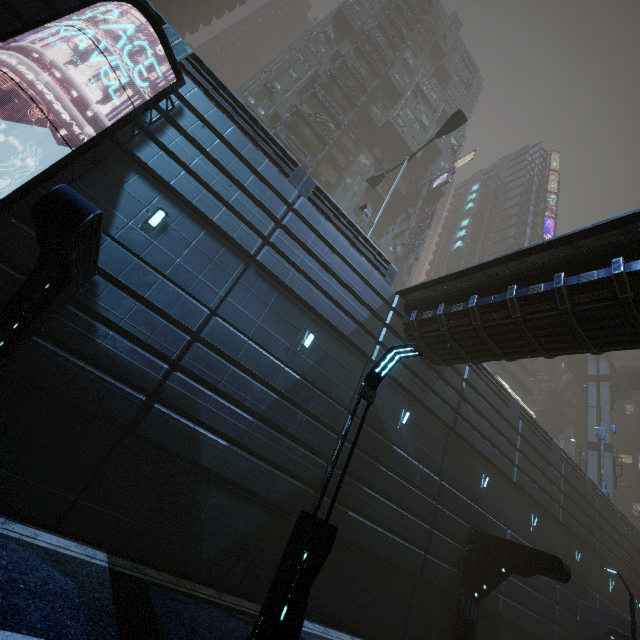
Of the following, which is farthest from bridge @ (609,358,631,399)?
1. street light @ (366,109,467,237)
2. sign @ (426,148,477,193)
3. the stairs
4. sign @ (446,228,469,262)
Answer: street light @ (366,109,467,237)

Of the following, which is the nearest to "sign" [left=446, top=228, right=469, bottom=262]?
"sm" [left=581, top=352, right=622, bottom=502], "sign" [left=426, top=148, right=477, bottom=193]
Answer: "sm" [left=581, top=352, right=622, bottom=502]

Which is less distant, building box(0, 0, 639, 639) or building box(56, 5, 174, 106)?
building box(0, 0, 639, 639)

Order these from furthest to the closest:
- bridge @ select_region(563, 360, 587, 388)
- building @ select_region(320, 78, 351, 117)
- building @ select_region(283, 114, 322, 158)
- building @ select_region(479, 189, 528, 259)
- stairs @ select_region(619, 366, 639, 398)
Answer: building @ select_region(479, 189, 528, 259) → bridge @ select_region(563, 360, 587, 388) → stairs @ select_region(619, 366, 639, 398) → building @ select_region(320, 78, 351, 117) → building @ select_region(283, 114, 322, 158)

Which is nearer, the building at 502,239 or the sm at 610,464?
the sm at 610,464

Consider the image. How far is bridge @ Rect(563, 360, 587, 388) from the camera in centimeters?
5069cm

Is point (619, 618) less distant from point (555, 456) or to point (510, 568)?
point (555, 456)

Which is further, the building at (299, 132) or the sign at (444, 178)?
the sign at (444, 178)
